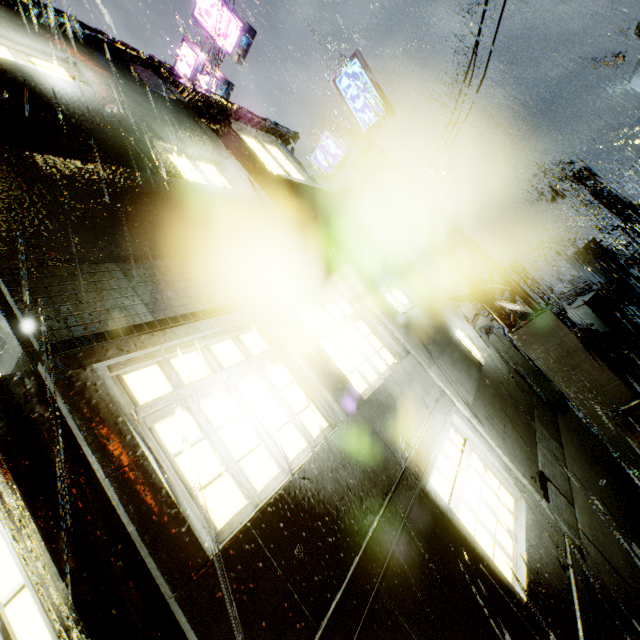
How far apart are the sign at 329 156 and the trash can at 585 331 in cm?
927

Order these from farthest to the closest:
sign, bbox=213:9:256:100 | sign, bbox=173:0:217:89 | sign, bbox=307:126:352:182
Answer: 1. sign, bbox=173:0:217:89
2. sign, bbox=213:9:256:100
3. sign, bbox=307:126:352:182

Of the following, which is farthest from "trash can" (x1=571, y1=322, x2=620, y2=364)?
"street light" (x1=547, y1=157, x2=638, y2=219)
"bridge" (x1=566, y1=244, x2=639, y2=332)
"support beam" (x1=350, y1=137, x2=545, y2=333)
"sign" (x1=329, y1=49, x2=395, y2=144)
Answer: "street light" (x1=547, y1=157, x2=638, y2=219)

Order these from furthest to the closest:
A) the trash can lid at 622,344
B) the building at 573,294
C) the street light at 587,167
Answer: the street light at 587,167, the building at 573,294, the trash can lid at 622,344

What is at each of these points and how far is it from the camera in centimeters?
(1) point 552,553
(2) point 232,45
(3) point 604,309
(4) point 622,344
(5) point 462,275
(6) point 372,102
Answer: (1) building, 491cm
(2) sign, 1213cm
(3) bridge, 1205cm
(4) trash can lid, 1005cm
(5) support beam, 934cm
(6) sign, 1038cm

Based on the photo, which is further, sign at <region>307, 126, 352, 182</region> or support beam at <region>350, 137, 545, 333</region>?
sign at <region>307, 126, 352, 182</region>

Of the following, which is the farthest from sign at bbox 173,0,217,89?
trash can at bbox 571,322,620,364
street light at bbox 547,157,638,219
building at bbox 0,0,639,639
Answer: street light at bbox 547,157,638,219

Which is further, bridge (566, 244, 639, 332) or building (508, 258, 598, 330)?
building (508, 258, 598, 330)
